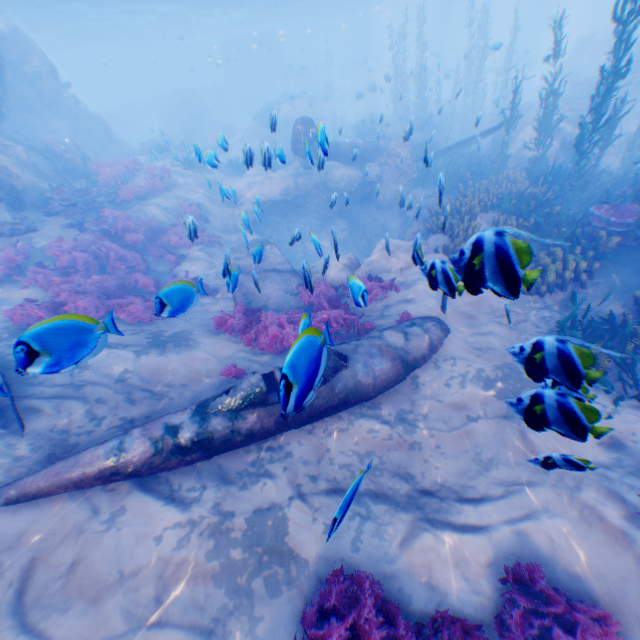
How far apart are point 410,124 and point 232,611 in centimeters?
1151cm

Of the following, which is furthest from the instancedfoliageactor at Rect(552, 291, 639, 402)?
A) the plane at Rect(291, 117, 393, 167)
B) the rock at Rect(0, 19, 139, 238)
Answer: the plane at Rect(291, 117, 393, 167)

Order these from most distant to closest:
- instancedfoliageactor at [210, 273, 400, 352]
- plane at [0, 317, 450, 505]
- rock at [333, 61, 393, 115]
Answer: rock at [333, 61, 393, 115]
plane at [0, 317, 450, 505]
instancedfoliageactor at [210, 273, 400, 352]

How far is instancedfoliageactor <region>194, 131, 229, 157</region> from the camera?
7.1 meters

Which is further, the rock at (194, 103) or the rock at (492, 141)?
the rock at (194, 103)

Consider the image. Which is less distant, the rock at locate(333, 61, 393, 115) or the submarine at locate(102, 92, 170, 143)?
the rock at locate(333, 61, 393, 115)

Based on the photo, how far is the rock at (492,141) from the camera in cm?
1833

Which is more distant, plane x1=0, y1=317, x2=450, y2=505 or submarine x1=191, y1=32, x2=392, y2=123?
submarine x1=191, y1=32, x2=392, y2=123
